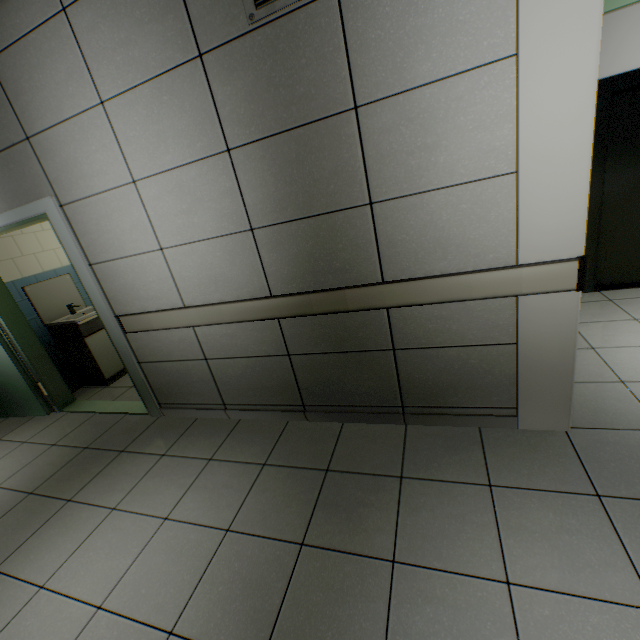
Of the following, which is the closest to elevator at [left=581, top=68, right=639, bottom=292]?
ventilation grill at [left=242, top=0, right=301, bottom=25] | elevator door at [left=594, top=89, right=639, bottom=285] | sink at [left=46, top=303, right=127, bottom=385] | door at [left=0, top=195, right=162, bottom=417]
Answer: elevator door at [left=594, top=89, right=639, bottom=285]

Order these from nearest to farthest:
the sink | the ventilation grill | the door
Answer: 1. the ventilation grill
2. the door
3. the sink

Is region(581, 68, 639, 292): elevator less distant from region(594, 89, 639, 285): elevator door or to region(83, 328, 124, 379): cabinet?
region(594, 89, 639, 285): elevator door

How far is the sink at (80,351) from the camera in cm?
404

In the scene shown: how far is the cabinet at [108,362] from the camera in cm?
414

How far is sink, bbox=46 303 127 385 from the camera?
4.0 meters

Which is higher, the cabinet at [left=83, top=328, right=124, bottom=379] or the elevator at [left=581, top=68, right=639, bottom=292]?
the elevator at [left=581, top=68, right=639, bottom=292]

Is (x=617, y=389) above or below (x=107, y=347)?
below
